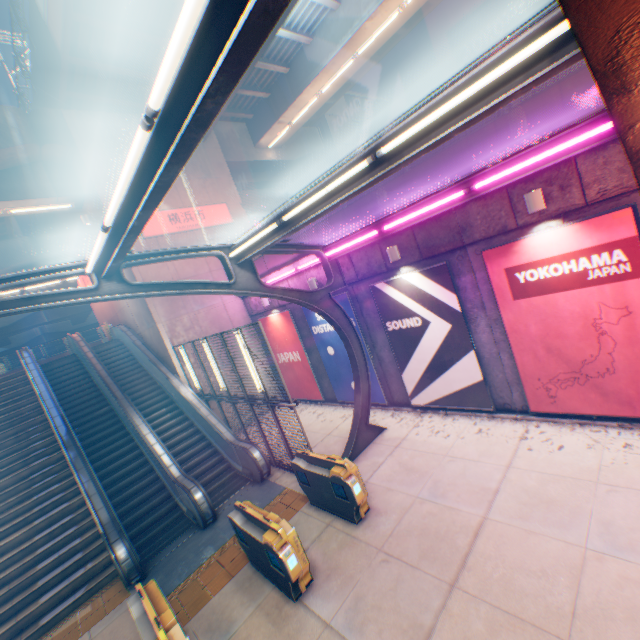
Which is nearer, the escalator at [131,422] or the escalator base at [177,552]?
the escalator base at [177,552]

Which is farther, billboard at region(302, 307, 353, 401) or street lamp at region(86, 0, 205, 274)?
billboard at region(302, 307, 353, 401)

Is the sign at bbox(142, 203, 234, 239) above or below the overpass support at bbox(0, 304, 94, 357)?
below

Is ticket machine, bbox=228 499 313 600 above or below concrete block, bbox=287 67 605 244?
below

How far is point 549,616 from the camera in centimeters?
432cm

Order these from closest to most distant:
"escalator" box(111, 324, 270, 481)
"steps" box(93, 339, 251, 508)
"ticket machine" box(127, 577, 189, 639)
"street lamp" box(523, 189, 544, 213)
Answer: "ticket machine" box(127, 577, 189, 639)
"street lamp" box(523, 189, 544, 213)
"escalator" box(111, 324, 270, 481)
"steps" box(93, 339, 251, 508)

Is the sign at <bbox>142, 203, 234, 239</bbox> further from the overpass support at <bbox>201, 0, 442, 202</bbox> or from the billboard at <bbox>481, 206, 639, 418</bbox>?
the billboard at <bbox>481, 206, 639, 418</bbox>

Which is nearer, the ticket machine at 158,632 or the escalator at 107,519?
the ticket machine at 158,632
